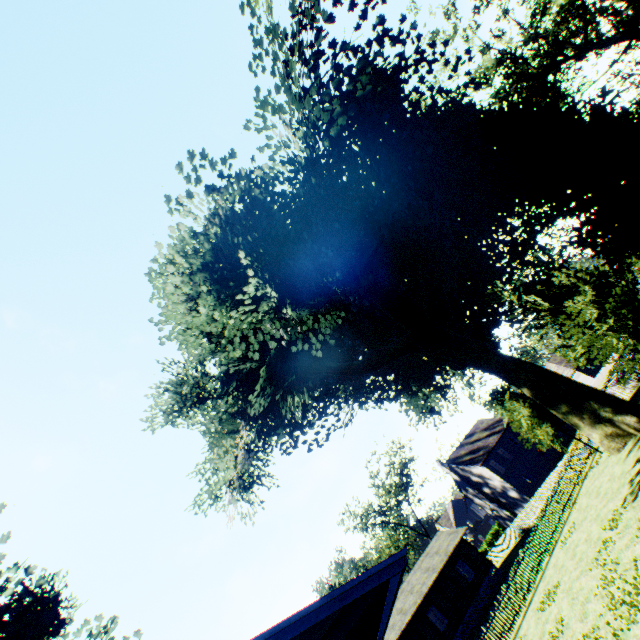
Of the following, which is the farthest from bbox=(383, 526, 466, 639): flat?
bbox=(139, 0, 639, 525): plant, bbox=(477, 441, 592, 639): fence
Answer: bbox=(139, 0, 639, 525): plant

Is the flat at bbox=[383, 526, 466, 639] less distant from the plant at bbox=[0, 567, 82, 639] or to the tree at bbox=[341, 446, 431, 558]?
the plant at bbox=[0, 567, 82, 639]

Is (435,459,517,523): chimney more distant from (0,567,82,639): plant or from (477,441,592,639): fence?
(0,567,82,639): plant

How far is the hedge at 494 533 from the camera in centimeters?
5279cm

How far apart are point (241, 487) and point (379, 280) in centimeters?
1772cm

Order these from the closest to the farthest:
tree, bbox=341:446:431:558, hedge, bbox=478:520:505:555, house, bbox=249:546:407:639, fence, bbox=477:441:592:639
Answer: house, bbox=249:546:407:639, fence, bbox=477:441:592:639, tree, bbox=341:446:431:558, hedge, bbox=478:520:505:555

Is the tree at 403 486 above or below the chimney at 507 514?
above

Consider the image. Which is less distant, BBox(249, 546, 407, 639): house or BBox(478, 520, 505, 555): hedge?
BBox(249, 546, 407, 639): house
